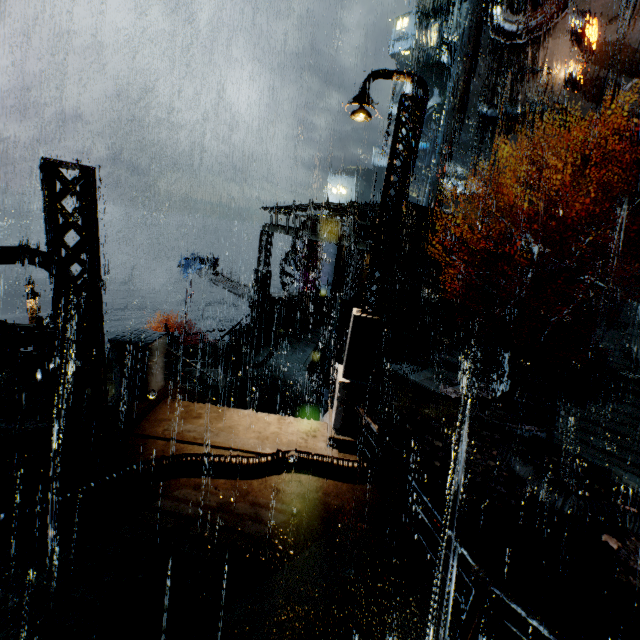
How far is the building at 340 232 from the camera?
16.3m

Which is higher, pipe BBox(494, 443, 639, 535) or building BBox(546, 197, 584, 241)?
building BBox(546, 197, 584, 241)

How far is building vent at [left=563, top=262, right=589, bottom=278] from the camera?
24.7 meters

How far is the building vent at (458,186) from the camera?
37.56m

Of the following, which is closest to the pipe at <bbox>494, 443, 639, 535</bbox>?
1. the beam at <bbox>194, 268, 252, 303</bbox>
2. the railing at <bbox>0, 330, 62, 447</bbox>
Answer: the railing at <bbox>0, 330, 62, 447</bbox>

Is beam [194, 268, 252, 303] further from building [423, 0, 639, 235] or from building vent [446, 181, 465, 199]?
building vent [446, 181, 465, 199]

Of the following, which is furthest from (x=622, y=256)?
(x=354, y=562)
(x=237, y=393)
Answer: (x=354, y=562)
